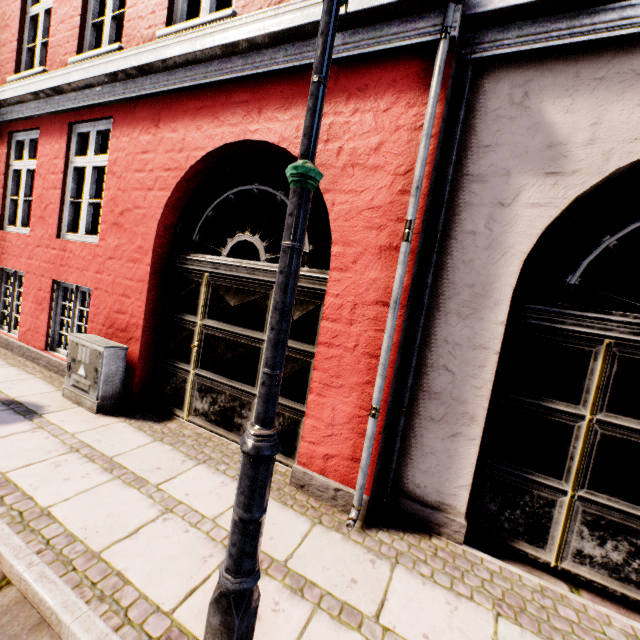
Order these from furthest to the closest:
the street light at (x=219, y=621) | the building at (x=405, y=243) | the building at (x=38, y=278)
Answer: the building at (x=38, y=278) < the building at (x=405, y=243) < the street light at (x=219, y=621)

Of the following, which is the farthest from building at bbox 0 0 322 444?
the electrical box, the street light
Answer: the street light

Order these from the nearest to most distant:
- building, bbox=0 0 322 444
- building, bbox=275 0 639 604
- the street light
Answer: the street light < building, bbox=275 0 639 604 < building, bbox=0 0 322 444

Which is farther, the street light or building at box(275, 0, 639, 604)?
building at box(275, 0, 639, 604)

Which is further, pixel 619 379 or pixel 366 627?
pixel 619 379

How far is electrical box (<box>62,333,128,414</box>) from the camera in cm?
388

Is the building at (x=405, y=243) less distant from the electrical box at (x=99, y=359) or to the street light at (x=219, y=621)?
the electrical box at (x=99, y=359)
